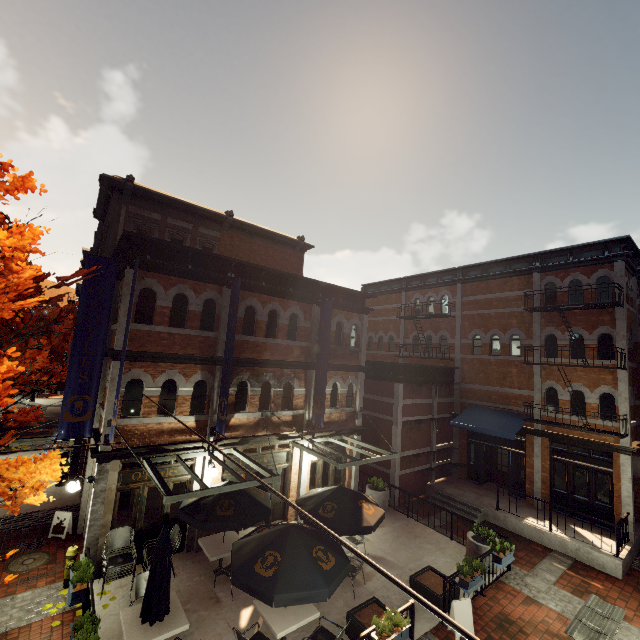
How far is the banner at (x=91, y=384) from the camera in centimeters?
866cm

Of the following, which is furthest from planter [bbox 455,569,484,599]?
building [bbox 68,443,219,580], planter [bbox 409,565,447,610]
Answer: building [bbox 68,443,219,580]

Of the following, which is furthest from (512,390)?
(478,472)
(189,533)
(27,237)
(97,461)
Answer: (27,237)

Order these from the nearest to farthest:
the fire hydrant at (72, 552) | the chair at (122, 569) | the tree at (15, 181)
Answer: the tree at (15, 181), the chair at (122, 569), the fire hydrant at (72, 552)

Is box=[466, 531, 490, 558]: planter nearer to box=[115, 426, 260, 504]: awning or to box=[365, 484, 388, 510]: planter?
box=[365, 484, 388, 510]: planter

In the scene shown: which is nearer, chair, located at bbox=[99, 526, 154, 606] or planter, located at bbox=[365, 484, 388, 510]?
chair, located at bbox=[99, 526, 154, 606]

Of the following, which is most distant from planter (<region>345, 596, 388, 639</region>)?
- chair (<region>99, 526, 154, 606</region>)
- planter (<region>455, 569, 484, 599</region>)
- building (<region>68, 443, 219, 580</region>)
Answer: chair (<region>99, 526, 154, 606</region>)

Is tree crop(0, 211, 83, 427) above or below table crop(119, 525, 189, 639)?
above
